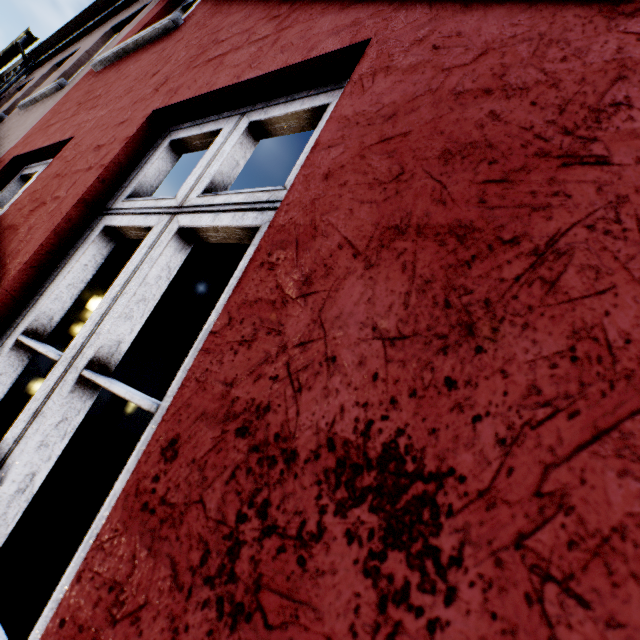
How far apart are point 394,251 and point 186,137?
1.37m
